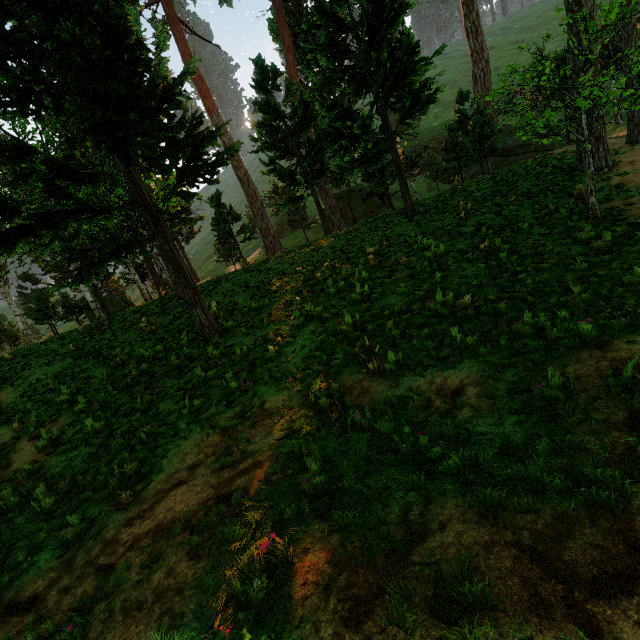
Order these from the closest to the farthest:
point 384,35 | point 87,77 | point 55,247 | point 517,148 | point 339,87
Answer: point 87,77 < point 55,247 < point 384,35 < point 339,87 < point 517,148
